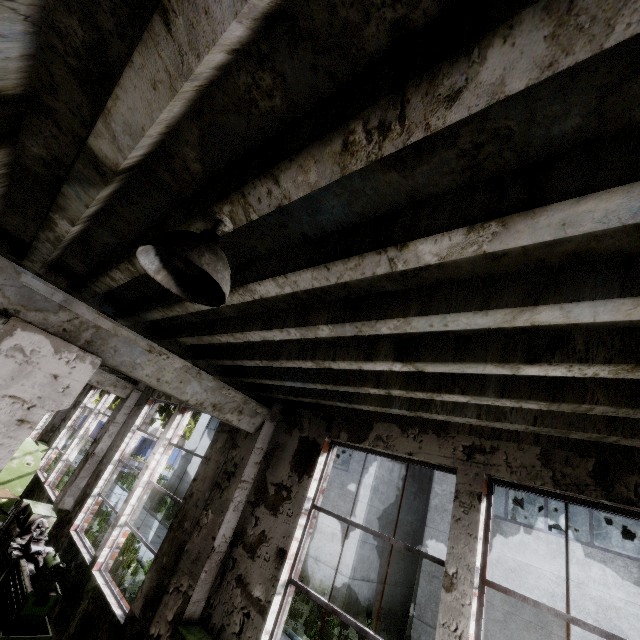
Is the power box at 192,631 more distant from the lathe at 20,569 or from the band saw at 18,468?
→ the band saw at 18,468

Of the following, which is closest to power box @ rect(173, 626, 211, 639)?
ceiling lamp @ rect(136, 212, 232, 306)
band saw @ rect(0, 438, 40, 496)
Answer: ceiling lamp @ rect(136, 212, 232, 306)

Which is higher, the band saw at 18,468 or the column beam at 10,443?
the column beam at 10,443

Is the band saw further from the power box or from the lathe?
the power box

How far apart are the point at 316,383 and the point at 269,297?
1.3m

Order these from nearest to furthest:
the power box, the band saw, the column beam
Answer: the column beam, the power box, the band saw

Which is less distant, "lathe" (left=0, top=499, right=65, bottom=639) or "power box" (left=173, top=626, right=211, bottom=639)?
"power box" (left=173, top=626, right=211, bottom=639)

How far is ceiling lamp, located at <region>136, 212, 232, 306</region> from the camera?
1.3m
